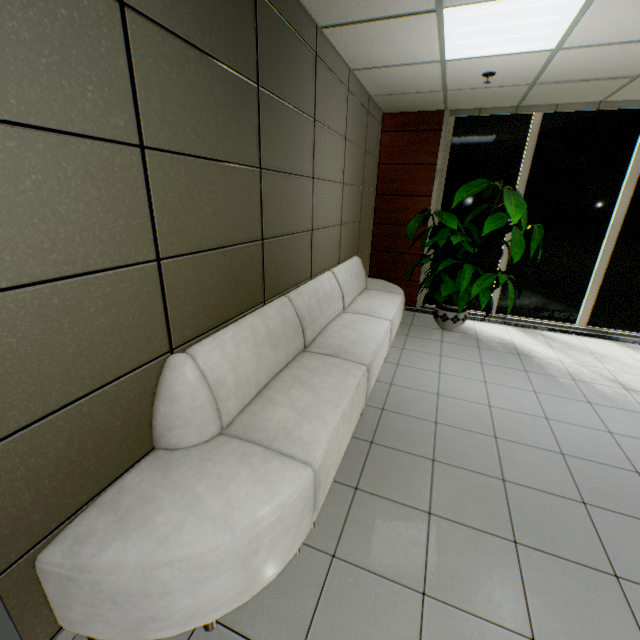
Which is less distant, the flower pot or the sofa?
the sofa

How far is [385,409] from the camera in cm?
315

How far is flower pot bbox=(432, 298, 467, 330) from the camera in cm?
493

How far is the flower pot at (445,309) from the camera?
4.93m

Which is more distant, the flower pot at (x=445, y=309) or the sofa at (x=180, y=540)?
the flower pot at (x=445, y=309)
